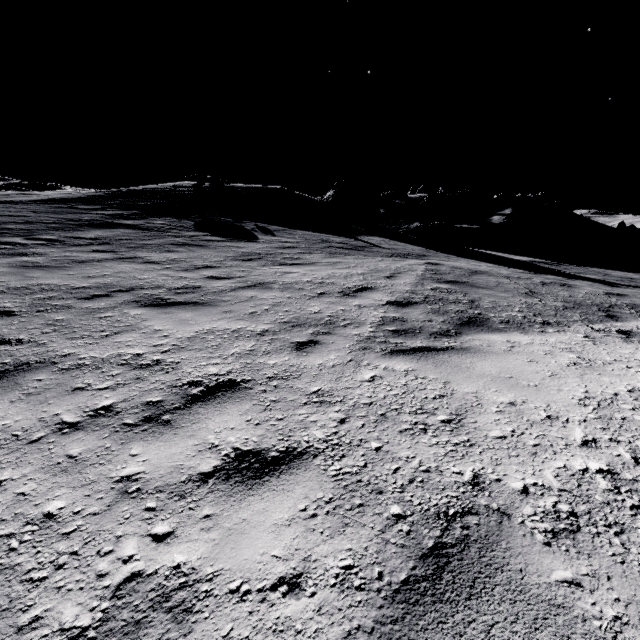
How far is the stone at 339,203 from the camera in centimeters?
2470cm

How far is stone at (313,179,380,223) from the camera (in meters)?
24.70

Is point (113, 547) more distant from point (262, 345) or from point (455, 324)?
point (455, 324)
